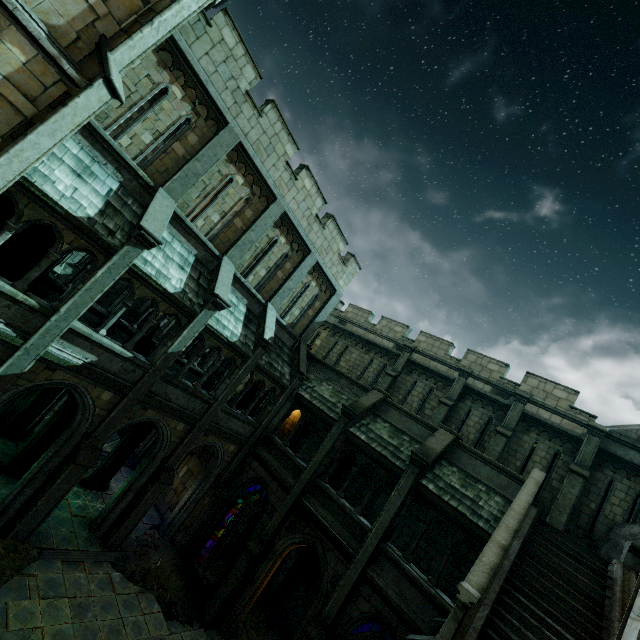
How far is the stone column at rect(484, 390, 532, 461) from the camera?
14.57m

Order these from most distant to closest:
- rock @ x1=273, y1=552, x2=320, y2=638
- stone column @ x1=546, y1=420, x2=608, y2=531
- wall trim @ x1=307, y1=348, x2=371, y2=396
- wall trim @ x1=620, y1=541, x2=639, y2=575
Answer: wall trim @ x1=307, y1=348, x2=371, y2=396 < rock @ x1=273, y1=552, x2=320, y2=638 < stone column @ x1=546, y1=420, x2=608, y2=531 < wall trim @ x1=620, y1=541, x2=639, y2=575

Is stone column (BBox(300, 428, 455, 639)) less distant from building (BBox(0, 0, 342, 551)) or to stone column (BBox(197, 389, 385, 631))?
stone column (BBox(197, 389, 385, 631))

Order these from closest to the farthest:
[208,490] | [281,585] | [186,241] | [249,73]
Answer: [249,73]
[186,241]
[208,490]
[281,585]

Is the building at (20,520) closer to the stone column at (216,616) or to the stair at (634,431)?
the stair at (634,431)

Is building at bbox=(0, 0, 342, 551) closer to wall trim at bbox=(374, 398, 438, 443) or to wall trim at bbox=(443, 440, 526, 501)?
wall trim at bbox=(374, 398, 438, 443)

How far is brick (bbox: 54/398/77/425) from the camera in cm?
1205

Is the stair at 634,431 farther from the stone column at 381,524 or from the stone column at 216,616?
the stone column at 216,616
